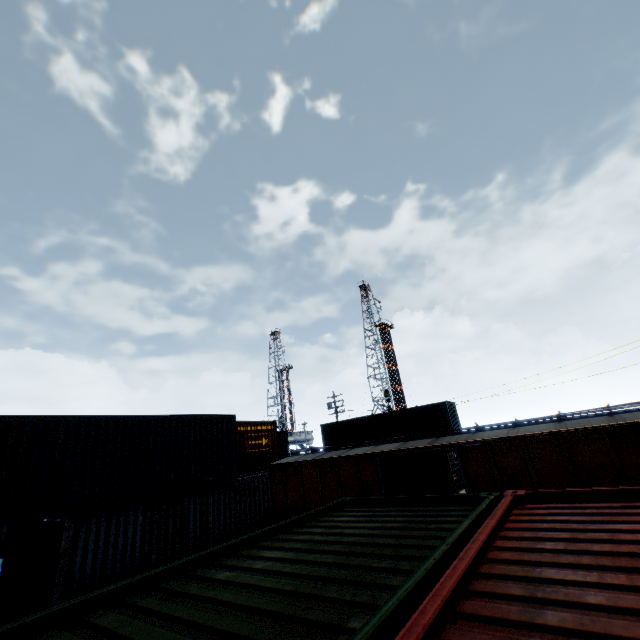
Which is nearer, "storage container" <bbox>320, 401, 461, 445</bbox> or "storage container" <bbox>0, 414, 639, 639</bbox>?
"storage container" <bbox>0, 414, 639, 639</bbox>

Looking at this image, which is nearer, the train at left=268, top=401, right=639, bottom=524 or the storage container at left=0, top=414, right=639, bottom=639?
the storage container at left=0, top=414, right=639, bottom=639

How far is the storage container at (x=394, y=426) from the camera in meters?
24.9

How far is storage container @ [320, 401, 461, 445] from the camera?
24.91m

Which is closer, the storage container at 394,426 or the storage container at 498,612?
the storage container at 498,612

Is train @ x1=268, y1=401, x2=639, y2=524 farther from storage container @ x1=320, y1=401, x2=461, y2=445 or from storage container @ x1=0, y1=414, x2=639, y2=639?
storage container @ x1=320, y1=401, x2=461, y2=445

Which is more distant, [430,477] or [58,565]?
[430,477]
